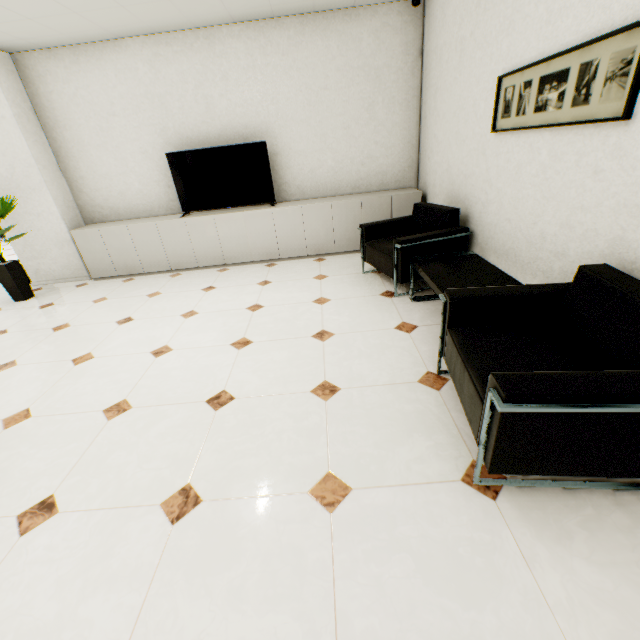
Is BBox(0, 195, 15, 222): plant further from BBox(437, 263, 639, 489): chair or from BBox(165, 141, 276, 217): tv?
BBox(437, 263, 639, 489): chair

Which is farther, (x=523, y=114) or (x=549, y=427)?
(x=523, y=114)

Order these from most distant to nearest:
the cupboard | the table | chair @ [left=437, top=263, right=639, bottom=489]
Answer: the cupboard → the table → chair @ [left=437, top=263, right=639, bottom=489]

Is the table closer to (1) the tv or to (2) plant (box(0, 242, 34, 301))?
(1) the tv

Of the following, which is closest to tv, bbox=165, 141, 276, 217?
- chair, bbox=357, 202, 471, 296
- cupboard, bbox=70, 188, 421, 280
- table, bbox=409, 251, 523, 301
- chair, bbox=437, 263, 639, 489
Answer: cupboard, bbox=70, 188, 421, 280

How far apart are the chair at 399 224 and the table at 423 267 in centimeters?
5cm

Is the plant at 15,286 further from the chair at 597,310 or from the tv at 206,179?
the chair at 597,310

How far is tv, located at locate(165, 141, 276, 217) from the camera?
4.53m
